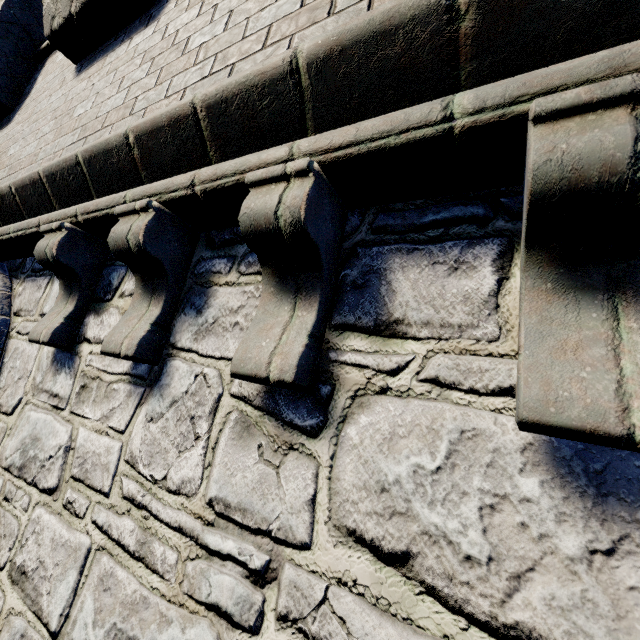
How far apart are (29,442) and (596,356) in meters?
3.1
